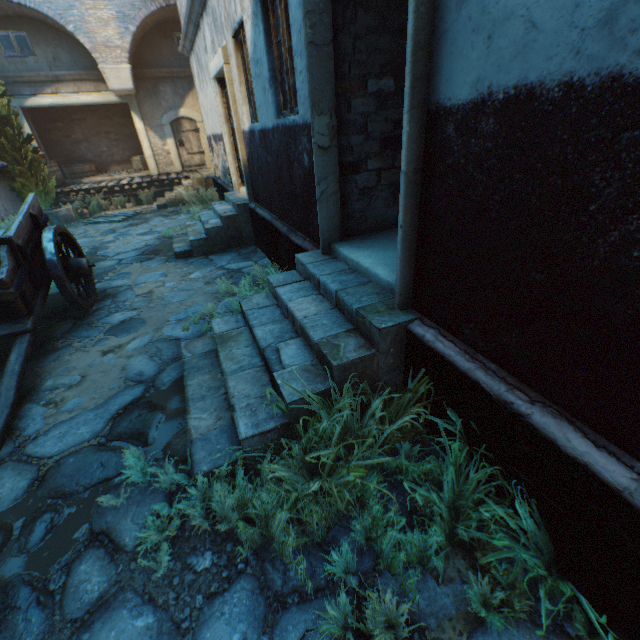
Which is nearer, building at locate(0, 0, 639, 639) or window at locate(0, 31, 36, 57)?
building at locate(0, 0, 639, 639)

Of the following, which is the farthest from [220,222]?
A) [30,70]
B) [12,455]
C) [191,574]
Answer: [30,70]

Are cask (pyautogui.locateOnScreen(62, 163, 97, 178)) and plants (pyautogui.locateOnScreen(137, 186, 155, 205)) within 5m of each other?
yes

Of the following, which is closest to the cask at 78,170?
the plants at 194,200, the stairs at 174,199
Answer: the stairs at 174,199

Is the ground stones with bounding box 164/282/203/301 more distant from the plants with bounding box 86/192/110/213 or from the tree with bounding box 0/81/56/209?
the tree with bounding box 0/81/56/209

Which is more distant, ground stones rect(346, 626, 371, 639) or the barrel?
the barrel

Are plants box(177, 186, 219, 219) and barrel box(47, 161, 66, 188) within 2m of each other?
no

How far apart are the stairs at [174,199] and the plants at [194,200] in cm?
1
